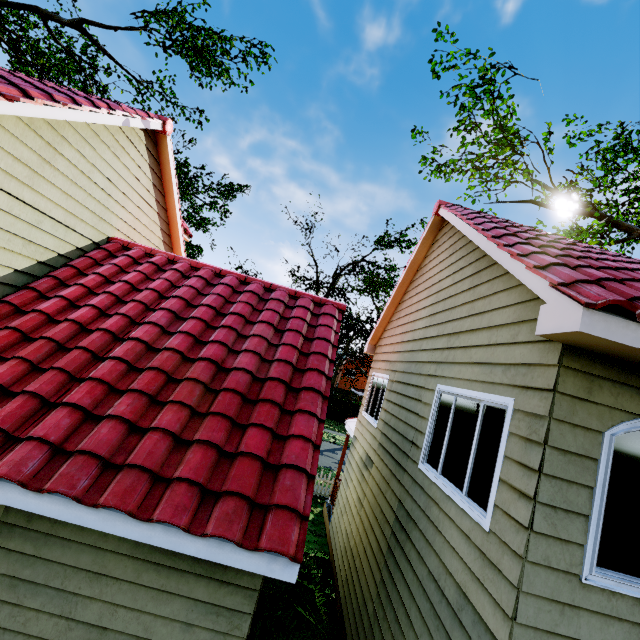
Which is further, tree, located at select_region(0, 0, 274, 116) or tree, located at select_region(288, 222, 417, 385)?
tree, located at select_region(288, 222, 417, 385)

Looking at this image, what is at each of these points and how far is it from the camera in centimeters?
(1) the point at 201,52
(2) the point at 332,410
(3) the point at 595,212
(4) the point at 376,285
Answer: (1) tree, 1389cm
(2) fence, 3275cm
(3) tree, 1042cm
(4) tree, 2012cm

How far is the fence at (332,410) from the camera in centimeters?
3269cm

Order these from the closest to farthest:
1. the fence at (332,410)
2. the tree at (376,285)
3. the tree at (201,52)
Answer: the tree at (201,52), the tree at (376,285), the fence at (332,410)

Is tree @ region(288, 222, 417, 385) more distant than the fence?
No

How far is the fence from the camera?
32.7m

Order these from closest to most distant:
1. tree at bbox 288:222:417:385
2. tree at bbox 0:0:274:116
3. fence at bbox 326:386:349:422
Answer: tree at bbox 0:0:274:116 < tree at bbox 288:222:417:385 < fence at bbox 326:386:349:422
